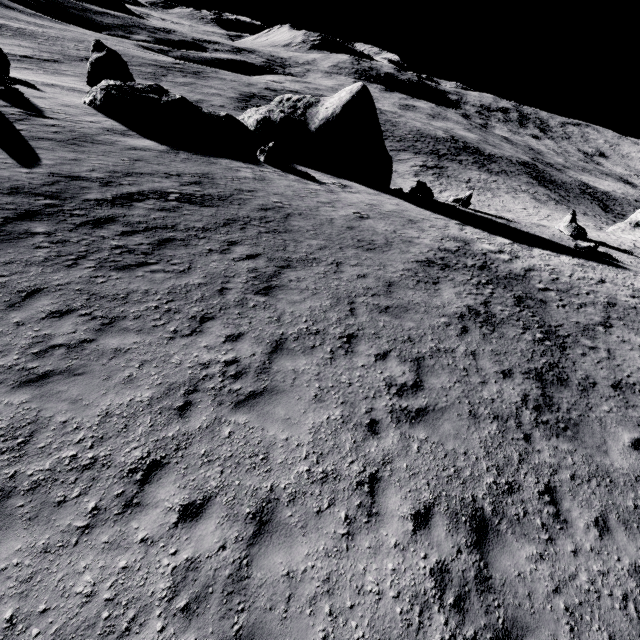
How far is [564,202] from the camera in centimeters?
5822cm

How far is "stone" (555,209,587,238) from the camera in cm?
2653

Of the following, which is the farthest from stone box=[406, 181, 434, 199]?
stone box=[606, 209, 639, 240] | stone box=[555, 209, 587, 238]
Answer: stone box=[606, 209, 639, 240]

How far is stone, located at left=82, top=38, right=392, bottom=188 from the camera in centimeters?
2045cm

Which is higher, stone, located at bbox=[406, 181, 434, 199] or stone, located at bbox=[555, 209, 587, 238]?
stone, located at bbox=[555, 209, 587, 238]

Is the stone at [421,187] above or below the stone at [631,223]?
above

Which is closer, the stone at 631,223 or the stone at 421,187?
the stone at 421,187

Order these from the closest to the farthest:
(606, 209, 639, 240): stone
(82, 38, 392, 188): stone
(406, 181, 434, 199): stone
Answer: (82, 38, 392, 188): stone < (406, 181, 434, 199): stone < (606, 209, 639, 240): stone
